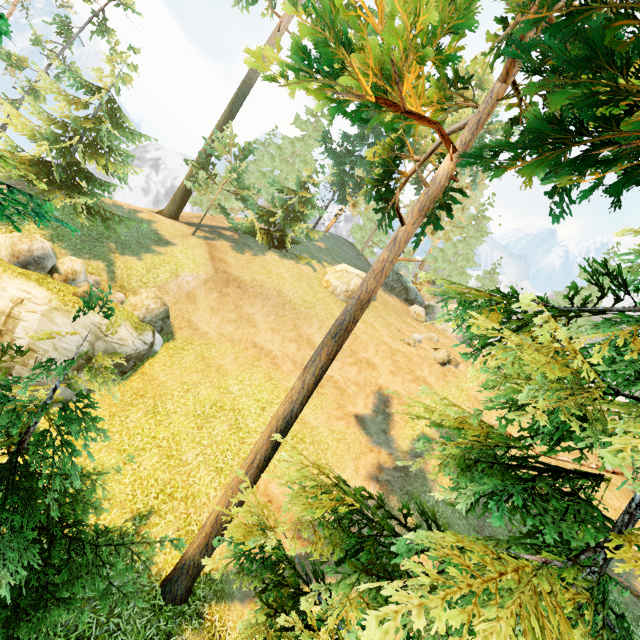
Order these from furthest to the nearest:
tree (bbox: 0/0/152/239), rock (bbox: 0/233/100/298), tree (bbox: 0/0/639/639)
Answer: tree (bbox: 0/0/152/239)
rock (bbox: 0/233/100/298)
tree (bbox: 0/0/639/639)

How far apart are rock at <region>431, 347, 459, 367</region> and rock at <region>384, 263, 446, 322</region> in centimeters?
860cm

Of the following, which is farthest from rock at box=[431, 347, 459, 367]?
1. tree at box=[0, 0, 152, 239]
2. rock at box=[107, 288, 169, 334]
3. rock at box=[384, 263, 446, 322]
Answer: rock at box=[107, 288, 169, 334]

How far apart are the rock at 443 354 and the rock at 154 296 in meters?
16.2

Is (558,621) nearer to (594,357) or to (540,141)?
(594,357)

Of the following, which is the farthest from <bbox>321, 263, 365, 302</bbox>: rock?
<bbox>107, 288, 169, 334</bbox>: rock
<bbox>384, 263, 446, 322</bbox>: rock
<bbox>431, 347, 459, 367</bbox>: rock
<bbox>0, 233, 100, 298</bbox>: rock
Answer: <bbox>0, 233, 100, 298</bbox>: rock

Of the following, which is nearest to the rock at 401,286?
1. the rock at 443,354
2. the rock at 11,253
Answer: the rock at 443,354

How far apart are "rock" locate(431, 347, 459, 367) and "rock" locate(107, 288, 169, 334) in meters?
16.2
